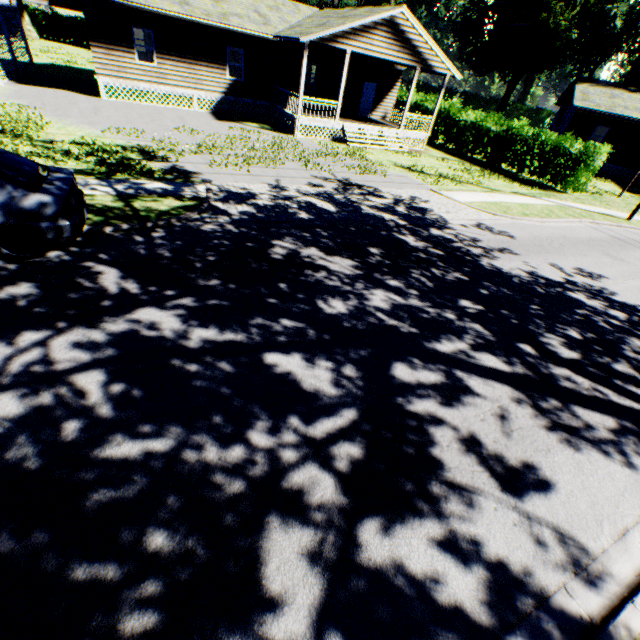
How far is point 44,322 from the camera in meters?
4.8 m

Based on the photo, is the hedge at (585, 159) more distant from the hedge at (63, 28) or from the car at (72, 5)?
the hedge at (63, 28)

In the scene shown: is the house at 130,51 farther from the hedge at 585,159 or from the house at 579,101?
the house at 579,101

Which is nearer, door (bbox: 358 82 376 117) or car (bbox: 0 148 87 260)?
car (bbox: 0 148 87 260)

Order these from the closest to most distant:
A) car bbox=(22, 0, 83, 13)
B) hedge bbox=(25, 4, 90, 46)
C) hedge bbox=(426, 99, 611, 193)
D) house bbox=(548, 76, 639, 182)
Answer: car bbox=(22, 0, 83, 13) < hedge bbox=(426, 99, 611, 193) < house bbox=(548, 76, 639, 182) < hedge bbox=(25, 4, 90, 46)

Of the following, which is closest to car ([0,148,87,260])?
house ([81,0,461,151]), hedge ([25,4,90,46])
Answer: house ([81,0,461,151])

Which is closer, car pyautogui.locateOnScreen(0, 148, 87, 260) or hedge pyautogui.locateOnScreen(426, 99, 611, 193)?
car pyautogui.locateOnScreen(0, 148, 87, 260)

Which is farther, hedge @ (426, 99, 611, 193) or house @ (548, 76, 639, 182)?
house @ (548, 76, 639, 182)
